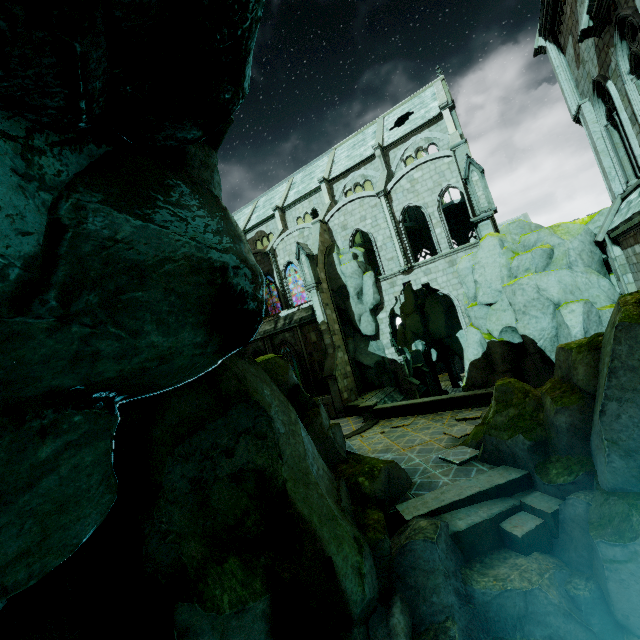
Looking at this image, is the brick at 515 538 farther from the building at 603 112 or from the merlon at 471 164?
the merlon at 471 164

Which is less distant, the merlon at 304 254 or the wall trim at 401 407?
the wall trim at 401 407

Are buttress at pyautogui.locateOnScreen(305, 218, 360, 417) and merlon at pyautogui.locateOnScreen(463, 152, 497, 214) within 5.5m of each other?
no

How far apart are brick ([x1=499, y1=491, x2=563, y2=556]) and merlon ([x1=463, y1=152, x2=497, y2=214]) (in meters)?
14.24

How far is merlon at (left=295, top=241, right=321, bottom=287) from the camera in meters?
23.6

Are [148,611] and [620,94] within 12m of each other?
no

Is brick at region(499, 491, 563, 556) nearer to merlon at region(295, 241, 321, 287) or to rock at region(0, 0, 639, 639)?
rock at region(0, 0, 639, 639)

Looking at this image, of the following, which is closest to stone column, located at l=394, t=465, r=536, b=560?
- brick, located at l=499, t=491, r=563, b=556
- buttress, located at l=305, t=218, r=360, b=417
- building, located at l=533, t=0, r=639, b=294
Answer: brick, located at l=499, t=491, r=563, b=556
